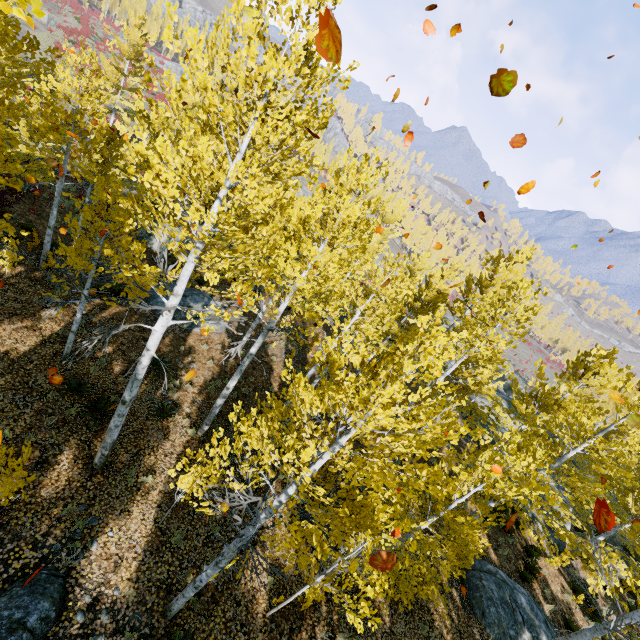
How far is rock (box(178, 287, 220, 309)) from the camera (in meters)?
17.03

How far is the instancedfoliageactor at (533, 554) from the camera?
14.0m

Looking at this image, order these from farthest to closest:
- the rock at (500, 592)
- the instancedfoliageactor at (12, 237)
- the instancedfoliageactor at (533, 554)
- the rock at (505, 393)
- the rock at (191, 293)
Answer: the rock at (505, 393) → the rock at (191, 293) → the instancedfoliageactor at (533, 554) → the rock at (500, 592) → the instancedfoliageactor at (12, 237)

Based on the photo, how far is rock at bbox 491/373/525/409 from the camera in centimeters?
2800cm

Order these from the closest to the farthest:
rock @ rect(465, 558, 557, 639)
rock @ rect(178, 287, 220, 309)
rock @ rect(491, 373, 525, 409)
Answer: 1. rock @ rect(465, 558, 557, 639)
2. rock @ rect(178, 287, 220, 309)
3. rock @ rect(491, 373, 525, 409)

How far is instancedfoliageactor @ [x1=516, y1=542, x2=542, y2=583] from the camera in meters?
14.0 m

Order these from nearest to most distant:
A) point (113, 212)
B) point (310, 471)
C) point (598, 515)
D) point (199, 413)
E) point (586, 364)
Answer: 1. point (598, 515)
2. point (310, 471)
3. point (113, 212)
4. point (199, 413)
5. point (586, 364)

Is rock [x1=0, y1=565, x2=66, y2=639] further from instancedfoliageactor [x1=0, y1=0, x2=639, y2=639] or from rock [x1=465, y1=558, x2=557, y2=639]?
rock [x1=465, y1=558, x2=557, y2=639]
